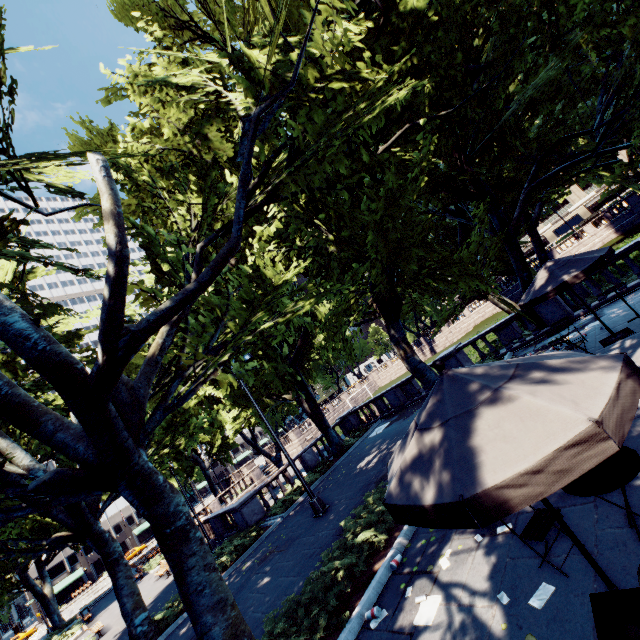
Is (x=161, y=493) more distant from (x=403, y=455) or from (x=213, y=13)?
(x=213, y=13)

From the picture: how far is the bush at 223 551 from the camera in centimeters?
1411cm

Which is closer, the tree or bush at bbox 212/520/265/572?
the tree

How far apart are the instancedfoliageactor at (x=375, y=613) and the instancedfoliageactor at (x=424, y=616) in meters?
0.6

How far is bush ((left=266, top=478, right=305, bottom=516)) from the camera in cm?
1627

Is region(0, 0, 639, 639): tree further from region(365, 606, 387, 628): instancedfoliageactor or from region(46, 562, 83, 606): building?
region(365, 606, 387, 628): instancedfoliageactor

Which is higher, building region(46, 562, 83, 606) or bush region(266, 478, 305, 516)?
building region(46, 562, 83, 606)

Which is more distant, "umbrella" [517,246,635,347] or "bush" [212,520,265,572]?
"bush" [212,520,265,572]
